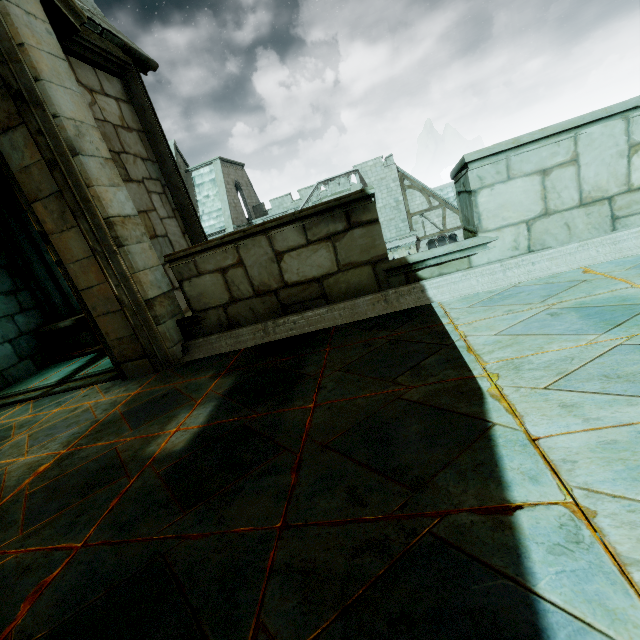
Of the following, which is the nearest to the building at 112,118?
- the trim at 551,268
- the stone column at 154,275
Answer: the stone column at 154,275

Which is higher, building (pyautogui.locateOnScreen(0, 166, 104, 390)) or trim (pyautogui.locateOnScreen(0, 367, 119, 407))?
building (pyautogui.locateOnScreen(0, 166, 104, 390))

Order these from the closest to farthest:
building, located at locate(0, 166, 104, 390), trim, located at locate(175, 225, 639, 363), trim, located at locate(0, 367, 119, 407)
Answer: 1. trim, located at locate(175, 225, 639, 363)
2. trim, located at locate(0, 367, 119, 407)
3. building, located at locate(0, 166, 104, 390)

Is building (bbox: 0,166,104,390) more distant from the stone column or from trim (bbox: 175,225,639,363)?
trim (bbox: 175,225,639,363)

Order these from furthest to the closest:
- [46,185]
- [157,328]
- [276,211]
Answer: [276,211]
[157,328]
[46,185]

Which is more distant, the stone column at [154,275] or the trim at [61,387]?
the trim at [61,387]

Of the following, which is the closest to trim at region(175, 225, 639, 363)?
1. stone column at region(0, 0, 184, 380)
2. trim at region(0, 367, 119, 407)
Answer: stone column at region(0, 0, 184, 380)

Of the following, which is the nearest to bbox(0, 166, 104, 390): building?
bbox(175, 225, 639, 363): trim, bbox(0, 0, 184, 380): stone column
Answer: bbox(0, 0, 184, 380): stone column
